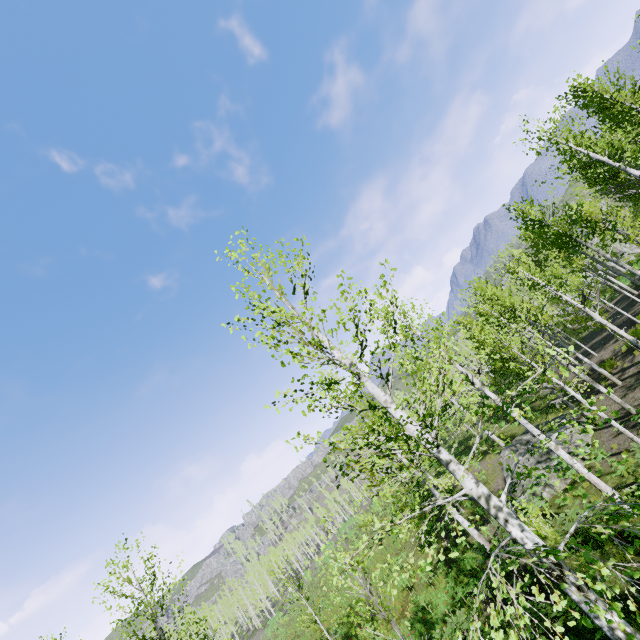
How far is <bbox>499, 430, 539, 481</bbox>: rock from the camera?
18.5m

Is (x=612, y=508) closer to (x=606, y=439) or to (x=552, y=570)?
(x=552, y=570)

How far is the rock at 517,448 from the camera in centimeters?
1852cm

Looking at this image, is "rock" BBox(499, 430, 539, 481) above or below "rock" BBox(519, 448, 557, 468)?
above

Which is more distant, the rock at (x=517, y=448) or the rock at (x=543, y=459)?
the rock at (x=517, y=448)

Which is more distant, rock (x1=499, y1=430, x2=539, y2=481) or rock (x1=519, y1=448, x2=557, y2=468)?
rock (x1=499, y1=430, x2=539, y2=481)
